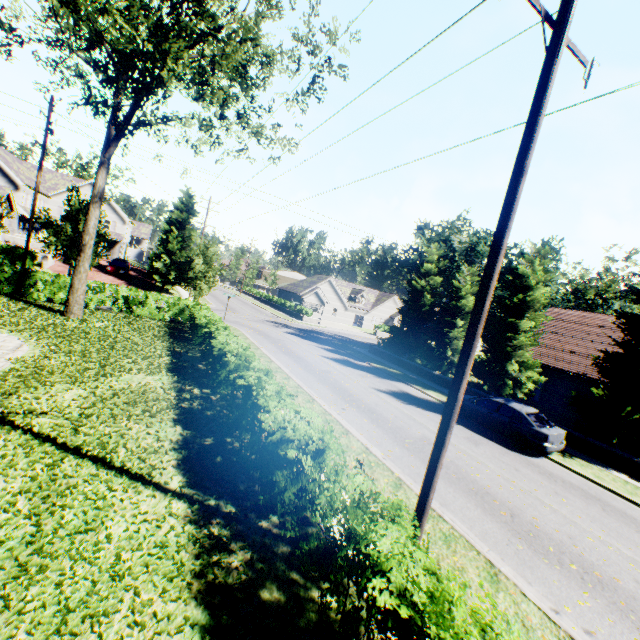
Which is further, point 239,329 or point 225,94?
point 239,329

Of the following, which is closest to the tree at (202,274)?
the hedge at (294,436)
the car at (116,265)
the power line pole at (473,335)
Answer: the car at (116,265)

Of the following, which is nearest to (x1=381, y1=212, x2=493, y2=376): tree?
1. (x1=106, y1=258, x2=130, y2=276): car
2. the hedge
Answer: (x1=106, y1=258, x2=130, y2=276): car

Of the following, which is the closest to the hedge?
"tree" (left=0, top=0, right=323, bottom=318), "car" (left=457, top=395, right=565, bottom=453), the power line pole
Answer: the power line pole

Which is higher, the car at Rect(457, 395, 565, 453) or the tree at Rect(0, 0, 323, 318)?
the tree at Rect(0, 0, 323, 318)

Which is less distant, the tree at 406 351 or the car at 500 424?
the car at 500 424

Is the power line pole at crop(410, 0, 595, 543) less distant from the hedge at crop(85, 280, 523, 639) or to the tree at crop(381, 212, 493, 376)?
Result: the hedge at crop(85, 280, 523, 639)

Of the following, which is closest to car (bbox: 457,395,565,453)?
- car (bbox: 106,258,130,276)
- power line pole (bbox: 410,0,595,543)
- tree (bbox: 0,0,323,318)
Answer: tree (bbox: 0,0,323,318)
